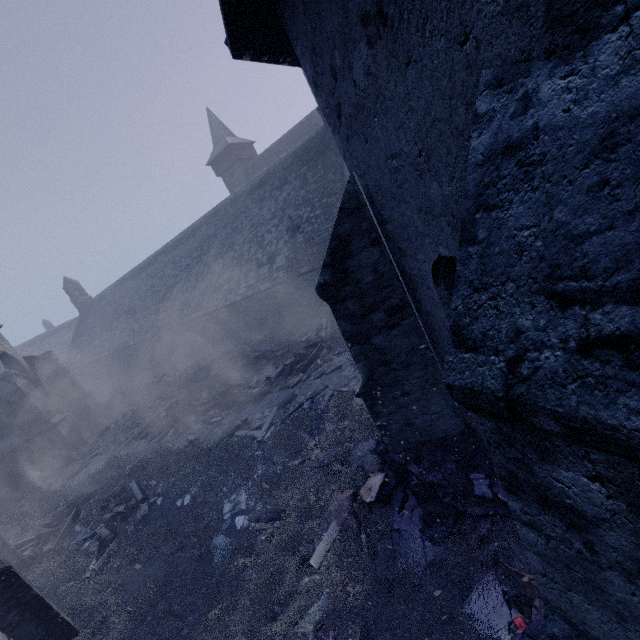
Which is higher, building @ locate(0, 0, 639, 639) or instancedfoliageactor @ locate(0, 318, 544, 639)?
building @ locate(0, 0, 639, 639)

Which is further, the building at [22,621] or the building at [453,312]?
the building at [22,621]

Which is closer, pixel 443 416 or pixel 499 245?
pixel 499 245

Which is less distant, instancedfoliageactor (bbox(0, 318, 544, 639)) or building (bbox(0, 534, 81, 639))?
instancedfoliageactor (bbox(0, 318, 544, 639))

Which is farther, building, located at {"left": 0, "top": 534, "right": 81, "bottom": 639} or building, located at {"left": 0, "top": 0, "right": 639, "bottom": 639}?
building, located at {"left": 0, "top": 534, "right": 81, "bottom": 639}

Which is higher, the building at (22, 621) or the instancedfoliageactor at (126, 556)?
the building at (22, 621)

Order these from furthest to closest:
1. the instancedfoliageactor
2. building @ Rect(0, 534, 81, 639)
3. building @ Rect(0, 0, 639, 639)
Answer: building @ Rect(0, 534, 81, 639)
the instancedfoliageactor
building @ Rect(0, 0, 639, 639)
